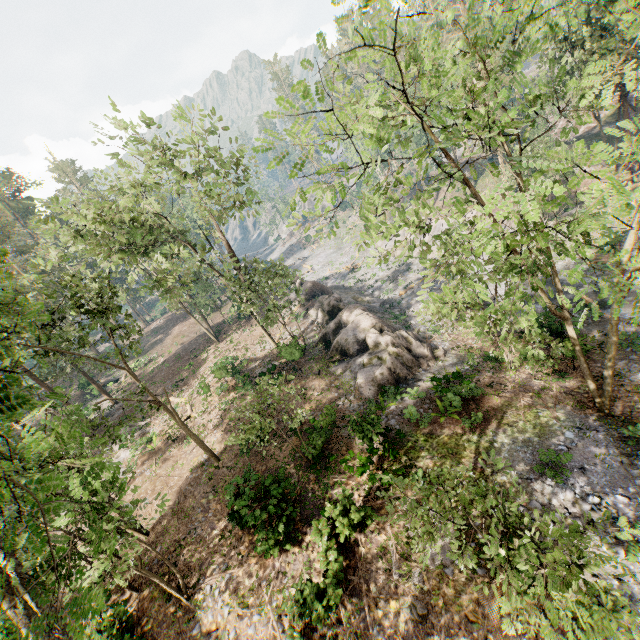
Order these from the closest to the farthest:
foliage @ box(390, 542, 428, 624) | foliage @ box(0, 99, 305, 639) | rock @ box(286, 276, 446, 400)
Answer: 1. foliage @ box(0, 99, 305, 639)
2. foliage @ box(390, 542, 428, 624)
3. rock @ box(286, 276, 446, 400)

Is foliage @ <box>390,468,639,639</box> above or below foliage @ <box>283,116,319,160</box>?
below

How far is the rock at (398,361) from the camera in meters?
20.6

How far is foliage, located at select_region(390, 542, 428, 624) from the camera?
10.6m

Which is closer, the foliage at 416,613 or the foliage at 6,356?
the foliage at 6,356

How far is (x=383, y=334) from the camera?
22.19m

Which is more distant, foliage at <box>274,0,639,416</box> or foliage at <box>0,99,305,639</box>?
foliage at <box>274,0,639,416</box>
